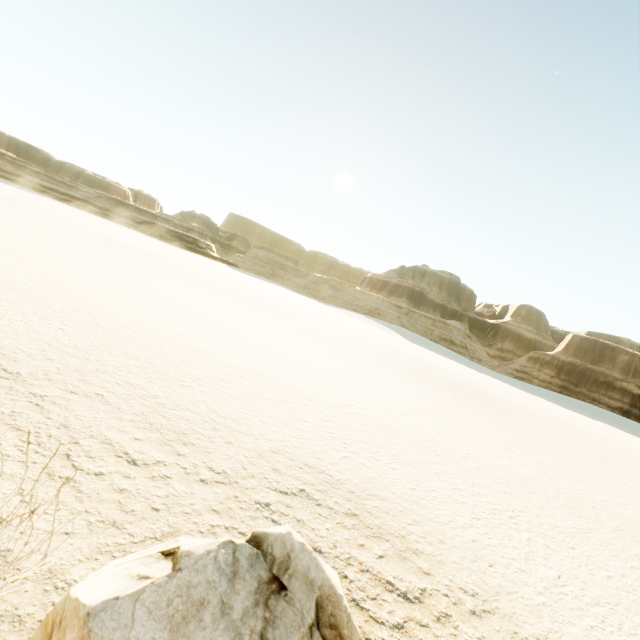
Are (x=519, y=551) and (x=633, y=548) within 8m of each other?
yes
